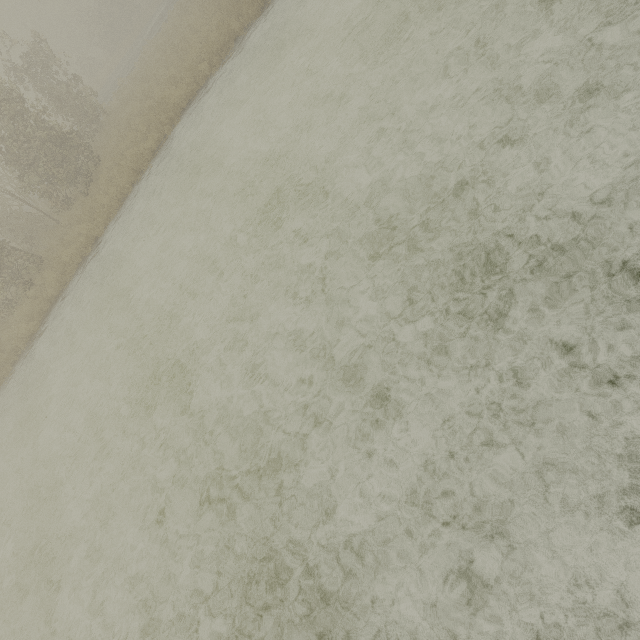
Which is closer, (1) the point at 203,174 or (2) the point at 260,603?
(2) the point at 260,603
